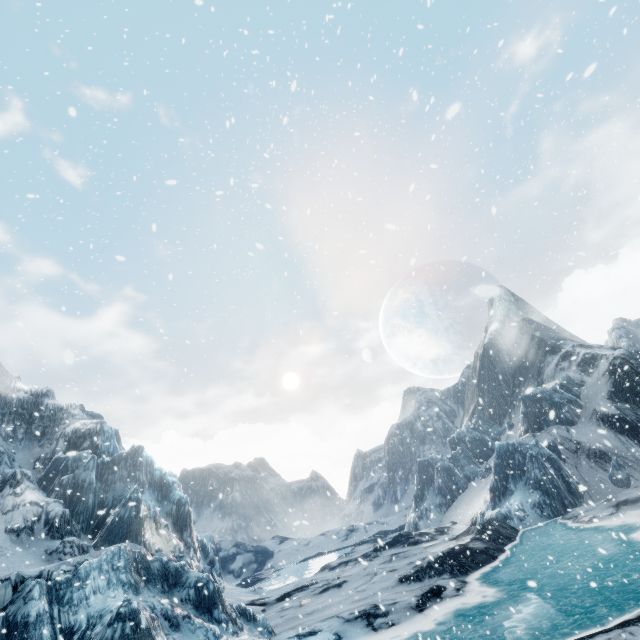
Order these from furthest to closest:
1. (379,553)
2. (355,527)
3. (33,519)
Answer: (355,527) < (379,553) < (33,519)
